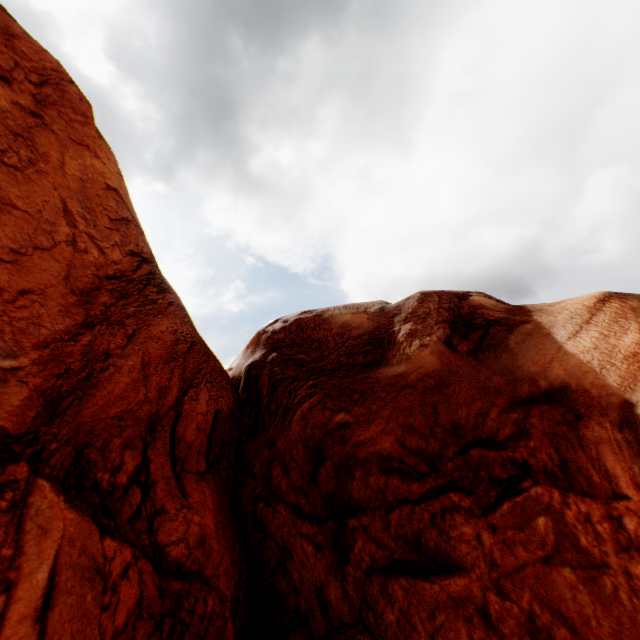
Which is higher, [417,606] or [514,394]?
[514,394]
